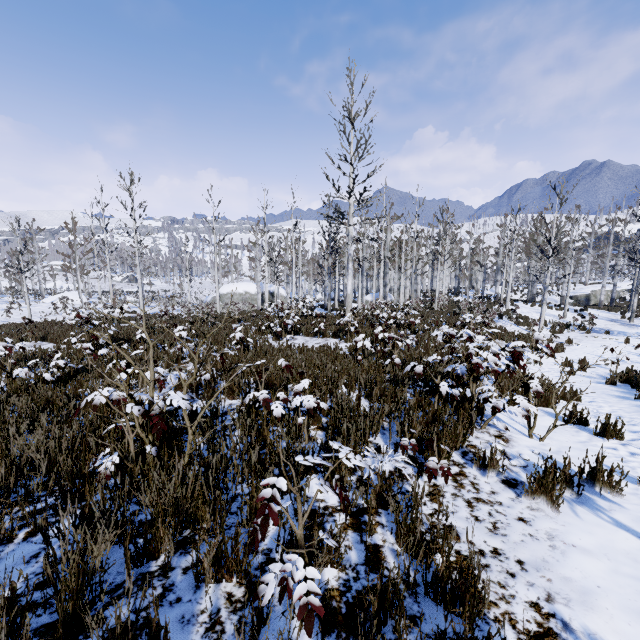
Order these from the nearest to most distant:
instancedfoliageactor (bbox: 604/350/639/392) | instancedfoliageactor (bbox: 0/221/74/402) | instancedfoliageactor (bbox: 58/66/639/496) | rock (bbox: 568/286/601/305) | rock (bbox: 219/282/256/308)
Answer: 1. instancedfoliageactor (bbox: 58/66/639/496)
2. instancedfoliageactor (bbox: 0/221/74/402)
3. instancedfoliageactor (bbox: 604/350/639/392)
4. rock (bbox: 568/286/601/305)
5. rock (bbox: 219/282/256/308)

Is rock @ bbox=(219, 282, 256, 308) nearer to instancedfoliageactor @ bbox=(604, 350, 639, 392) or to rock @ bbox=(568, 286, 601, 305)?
rock @ bbox=(568, 286, 601, 305)

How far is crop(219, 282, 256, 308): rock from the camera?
36.5m

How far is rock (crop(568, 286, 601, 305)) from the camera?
35.2m

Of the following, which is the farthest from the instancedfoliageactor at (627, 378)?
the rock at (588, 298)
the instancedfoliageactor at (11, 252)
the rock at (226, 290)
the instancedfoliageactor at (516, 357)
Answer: the rock at (588, 298)

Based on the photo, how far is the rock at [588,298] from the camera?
35.2 meters

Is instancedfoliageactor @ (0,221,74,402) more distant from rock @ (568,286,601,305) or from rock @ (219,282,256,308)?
rock @ (568,286,601,305)

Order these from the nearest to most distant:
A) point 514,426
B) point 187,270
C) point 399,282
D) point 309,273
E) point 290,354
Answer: point 514,426 < point 290,354 < point 187,270 < point 399,282 < point 309,273
